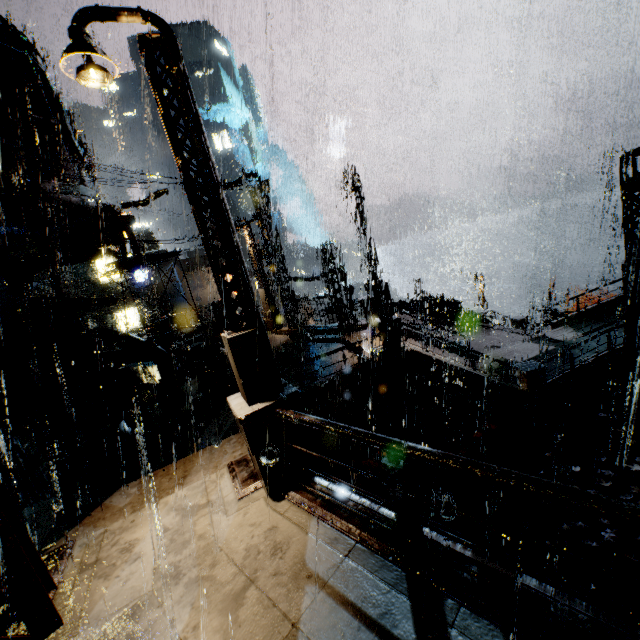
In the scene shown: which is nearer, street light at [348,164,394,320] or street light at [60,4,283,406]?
street light at [60,4,283,406]

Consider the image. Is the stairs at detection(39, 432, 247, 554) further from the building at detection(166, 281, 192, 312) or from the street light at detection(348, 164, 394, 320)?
the street light at detection(348, 164, 394, 320)

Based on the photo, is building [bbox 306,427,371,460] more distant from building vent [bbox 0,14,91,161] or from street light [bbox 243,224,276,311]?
street light [bbox 243,224,276,311]

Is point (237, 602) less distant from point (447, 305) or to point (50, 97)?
point (50, 97)

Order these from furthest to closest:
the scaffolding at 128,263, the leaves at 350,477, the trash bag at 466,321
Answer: the trash bag at 466,321, the scaffolding at 128,263, the leaves at 350,477

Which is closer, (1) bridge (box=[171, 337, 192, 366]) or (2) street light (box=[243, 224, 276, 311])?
(1) bridge (box=[171, 337, 192, 366])

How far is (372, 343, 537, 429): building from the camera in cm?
1290

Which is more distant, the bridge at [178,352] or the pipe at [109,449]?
the bridge at [178,352]
